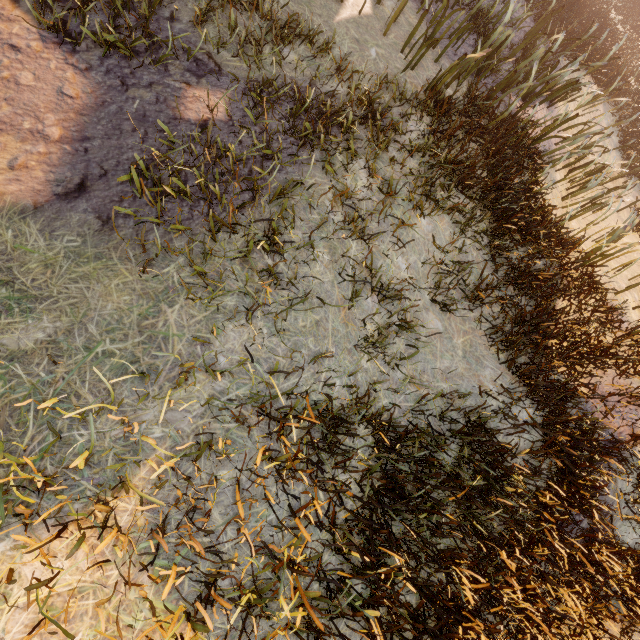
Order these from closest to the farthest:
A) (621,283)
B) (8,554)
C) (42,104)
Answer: (8,554)
(42,104)
(621,283)
